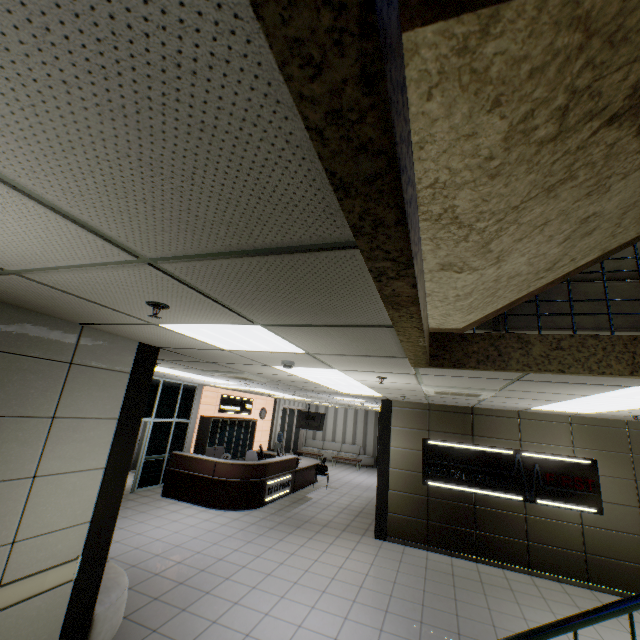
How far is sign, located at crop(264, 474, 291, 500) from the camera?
9.51m

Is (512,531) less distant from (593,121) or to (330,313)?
(330,313)

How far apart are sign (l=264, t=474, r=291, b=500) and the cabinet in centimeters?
291cm

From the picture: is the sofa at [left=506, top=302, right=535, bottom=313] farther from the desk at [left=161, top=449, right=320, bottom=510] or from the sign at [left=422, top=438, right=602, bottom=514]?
the desk at [left=161, top=449, right=320, bottom=510]

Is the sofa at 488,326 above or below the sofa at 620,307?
below

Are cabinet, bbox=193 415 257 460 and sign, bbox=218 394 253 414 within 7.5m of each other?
yes

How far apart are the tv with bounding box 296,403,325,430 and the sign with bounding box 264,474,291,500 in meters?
4.4

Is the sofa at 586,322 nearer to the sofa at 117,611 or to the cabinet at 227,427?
the sofa at 117,611
